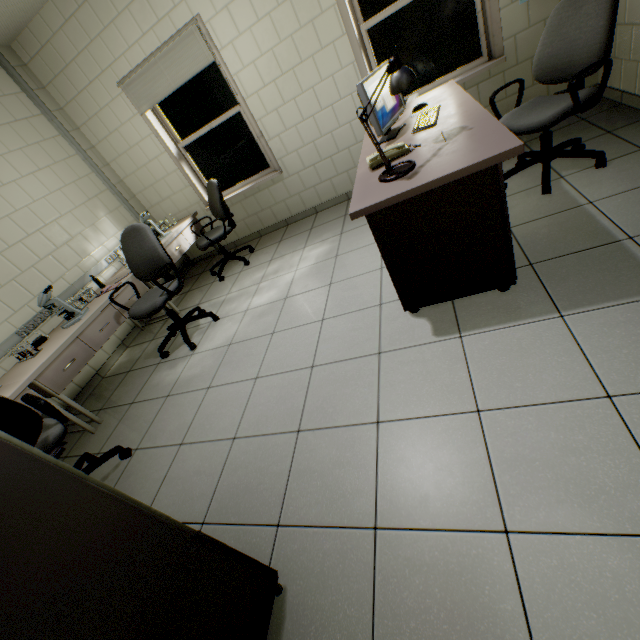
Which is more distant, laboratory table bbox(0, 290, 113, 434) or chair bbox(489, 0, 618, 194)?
laboratory table bbox(0, 290, 113, 434)

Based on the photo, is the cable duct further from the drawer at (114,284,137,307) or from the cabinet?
the cabinet

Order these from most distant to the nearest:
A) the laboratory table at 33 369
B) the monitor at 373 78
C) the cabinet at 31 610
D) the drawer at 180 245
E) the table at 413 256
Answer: the drawer at 180 245 < the laboratory table at 33 369 < the monitor at 373 78 < the table at 413 256 < the cabinet at 31 610

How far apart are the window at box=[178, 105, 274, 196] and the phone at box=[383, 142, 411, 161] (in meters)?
2.81

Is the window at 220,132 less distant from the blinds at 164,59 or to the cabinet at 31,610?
the blinds at 164,59

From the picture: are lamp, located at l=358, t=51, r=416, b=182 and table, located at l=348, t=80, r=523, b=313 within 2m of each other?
yes

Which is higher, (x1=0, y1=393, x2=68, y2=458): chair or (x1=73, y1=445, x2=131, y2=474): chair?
(x1=0, y1=393, x2=68, y2=458): chair

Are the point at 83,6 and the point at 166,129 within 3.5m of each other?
yes
